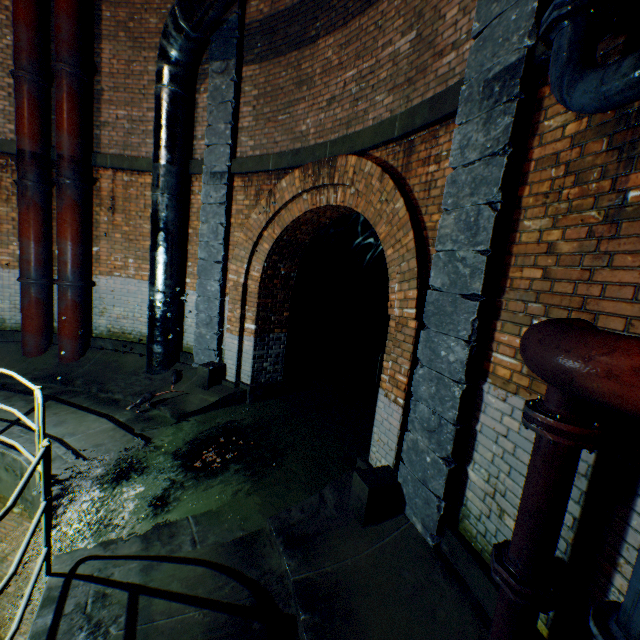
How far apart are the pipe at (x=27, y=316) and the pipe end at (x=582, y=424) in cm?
918

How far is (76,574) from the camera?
2.9m

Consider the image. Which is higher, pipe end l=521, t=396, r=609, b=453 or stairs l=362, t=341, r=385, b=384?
pipe end l=521, t=396, r=609, b=453

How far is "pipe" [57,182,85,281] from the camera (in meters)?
6.75

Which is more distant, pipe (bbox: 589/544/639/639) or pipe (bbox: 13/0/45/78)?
pipe (bbox: 13/0/45/78)

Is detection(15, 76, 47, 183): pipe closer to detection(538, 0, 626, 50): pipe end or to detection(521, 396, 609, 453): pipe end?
detection(538, 0, 626, 50): pipe end

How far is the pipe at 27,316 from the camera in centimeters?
707cm

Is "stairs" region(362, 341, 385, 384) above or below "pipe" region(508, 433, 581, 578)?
below
